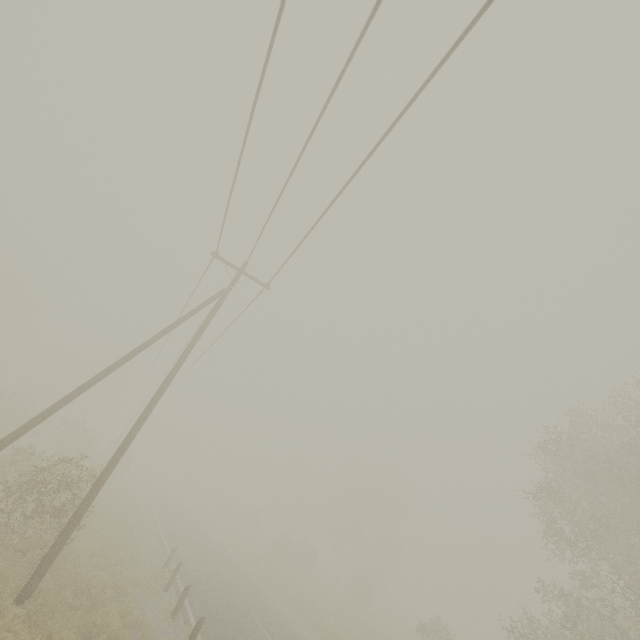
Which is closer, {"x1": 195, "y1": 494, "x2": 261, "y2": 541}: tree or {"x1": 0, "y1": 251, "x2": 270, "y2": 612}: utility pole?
{"x1": 0, "y1": 251, "x2": 270, "y2": 612}: utility pole

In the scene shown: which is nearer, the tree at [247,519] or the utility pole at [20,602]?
the utility pole at [20,602]

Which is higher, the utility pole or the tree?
the tree

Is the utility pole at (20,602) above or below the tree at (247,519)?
below

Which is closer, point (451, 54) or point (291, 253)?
point (451, 54)

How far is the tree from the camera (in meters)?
46.22
